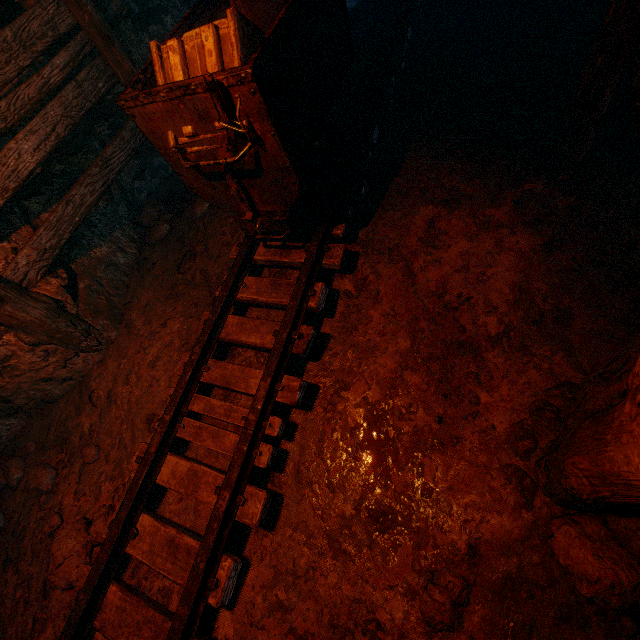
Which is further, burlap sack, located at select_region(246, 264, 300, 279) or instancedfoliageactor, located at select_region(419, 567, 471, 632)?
burlap sack, located at select_region(246, 264, 300, 279)

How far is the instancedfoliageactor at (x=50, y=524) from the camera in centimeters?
251cm

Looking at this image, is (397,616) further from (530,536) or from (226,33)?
(226,33)

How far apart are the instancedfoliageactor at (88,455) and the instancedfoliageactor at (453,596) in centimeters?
280cm

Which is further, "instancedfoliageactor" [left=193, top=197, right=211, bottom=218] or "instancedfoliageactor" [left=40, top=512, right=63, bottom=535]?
"instancedfoliageactor" [left=193, top=197, right=211, bottom=218]

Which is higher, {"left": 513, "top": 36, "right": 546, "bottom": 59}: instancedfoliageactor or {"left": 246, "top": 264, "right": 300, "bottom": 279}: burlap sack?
{"left": 513, "top": 36, "right": 546, "bottom": 59}: instancedfoliageactor

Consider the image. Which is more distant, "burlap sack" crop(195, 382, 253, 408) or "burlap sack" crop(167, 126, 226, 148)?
"burlap sack" crop(195, 382, 253, 408)

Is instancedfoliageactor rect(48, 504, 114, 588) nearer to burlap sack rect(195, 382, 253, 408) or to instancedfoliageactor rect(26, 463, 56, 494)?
burlap sack rect(195, 382, 253, 408)
